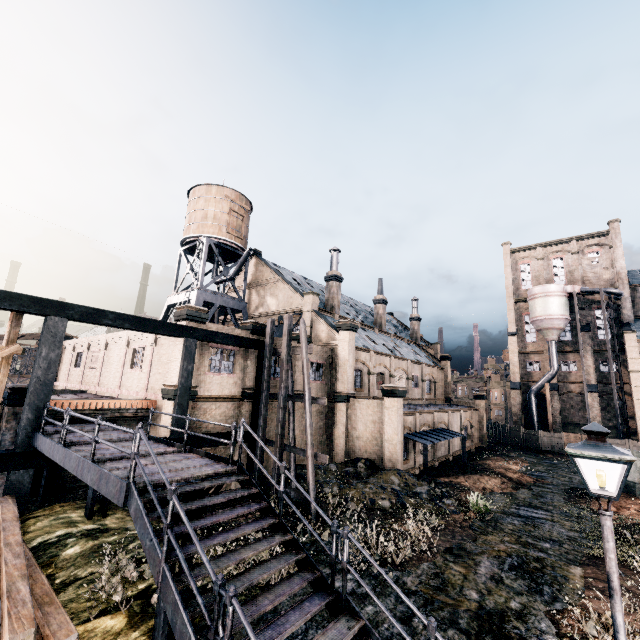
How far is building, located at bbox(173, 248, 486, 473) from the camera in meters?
24.2

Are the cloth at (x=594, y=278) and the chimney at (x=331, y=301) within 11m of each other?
no

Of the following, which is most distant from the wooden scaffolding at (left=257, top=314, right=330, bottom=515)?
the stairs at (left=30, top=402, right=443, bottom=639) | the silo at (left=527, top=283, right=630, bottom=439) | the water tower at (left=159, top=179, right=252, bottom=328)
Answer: the silo at (left=527, top=283, right=630, bottom=439)

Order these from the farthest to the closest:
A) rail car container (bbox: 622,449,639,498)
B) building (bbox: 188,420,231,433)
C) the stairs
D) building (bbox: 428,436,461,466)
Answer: building (bbox: 428,436,461,466) < rail car container (bbox: 622,449,639,498) < building (bbox: 188,420,231,433) < the stairs

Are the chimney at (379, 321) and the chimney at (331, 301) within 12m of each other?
yes

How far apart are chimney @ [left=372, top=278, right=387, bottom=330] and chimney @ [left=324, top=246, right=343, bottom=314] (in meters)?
9.45

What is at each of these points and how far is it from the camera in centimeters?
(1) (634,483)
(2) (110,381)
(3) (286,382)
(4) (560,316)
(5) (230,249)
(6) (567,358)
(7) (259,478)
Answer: (1) rail car container, 2166cm
(2) building, 2519cm
(3) wooden scaffolding, 1906cm
(4) silo, 4600cm
(5) water tower, 3422cm
(6) building, 4881cm
(7) wooden scaffolding, 1934cm

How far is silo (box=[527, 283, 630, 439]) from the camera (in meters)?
42.09
